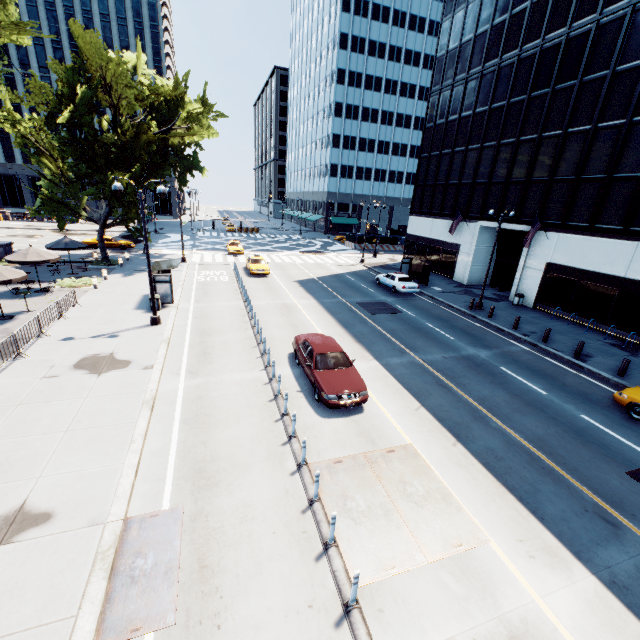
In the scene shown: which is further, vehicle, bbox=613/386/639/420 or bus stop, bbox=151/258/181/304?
bus stop, bbox=151/258/181/304

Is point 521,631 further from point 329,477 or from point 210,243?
point 210,243

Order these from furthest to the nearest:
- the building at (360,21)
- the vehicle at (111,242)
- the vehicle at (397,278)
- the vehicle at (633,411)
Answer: the building at (360,21), the vehicle at (111,242), the vehicle at (397,278), the vehicle at (633,411)

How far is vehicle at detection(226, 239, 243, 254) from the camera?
39.4 meters

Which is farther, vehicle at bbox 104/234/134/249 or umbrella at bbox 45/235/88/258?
vehicle at bbox 104/234/134/249

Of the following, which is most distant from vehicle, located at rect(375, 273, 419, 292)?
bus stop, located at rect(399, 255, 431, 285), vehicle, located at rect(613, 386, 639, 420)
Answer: vehicle, located at rect(613, 386, 639, 420)

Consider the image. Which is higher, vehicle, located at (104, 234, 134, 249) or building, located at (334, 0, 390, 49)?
building, located at (334, 0, 390, 49)

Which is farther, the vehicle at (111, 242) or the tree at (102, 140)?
the vehicle at (111, 242)
